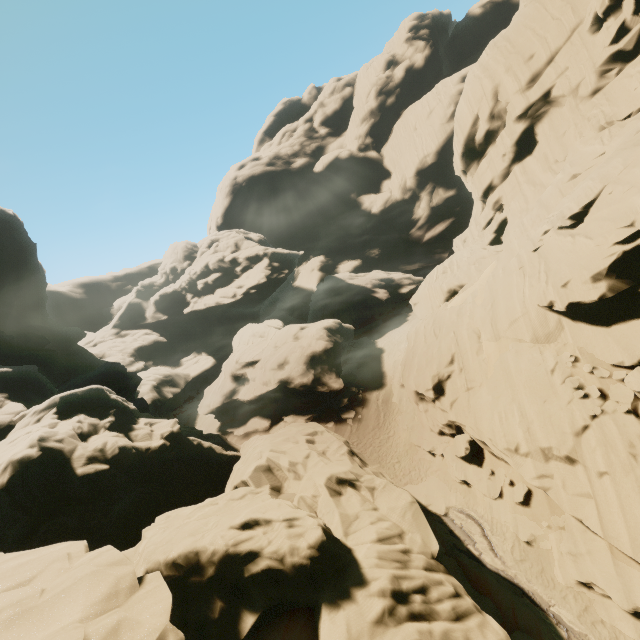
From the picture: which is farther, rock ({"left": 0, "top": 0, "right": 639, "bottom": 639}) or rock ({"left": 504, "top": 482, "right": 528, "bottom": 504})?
rock ({"left": 504, "top": 482, "right": 528, "bottom": 504})

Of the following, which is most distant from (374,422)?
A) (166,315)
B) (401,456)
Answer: (166,315)

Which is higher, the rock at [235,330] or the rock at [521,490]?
the rock at [235,330]

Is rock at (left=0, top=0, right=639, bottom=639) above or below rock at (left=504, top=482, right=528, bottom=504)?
above

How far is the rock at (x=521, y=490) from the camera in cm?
1470

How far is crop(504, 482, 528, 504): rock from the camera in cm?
1470
